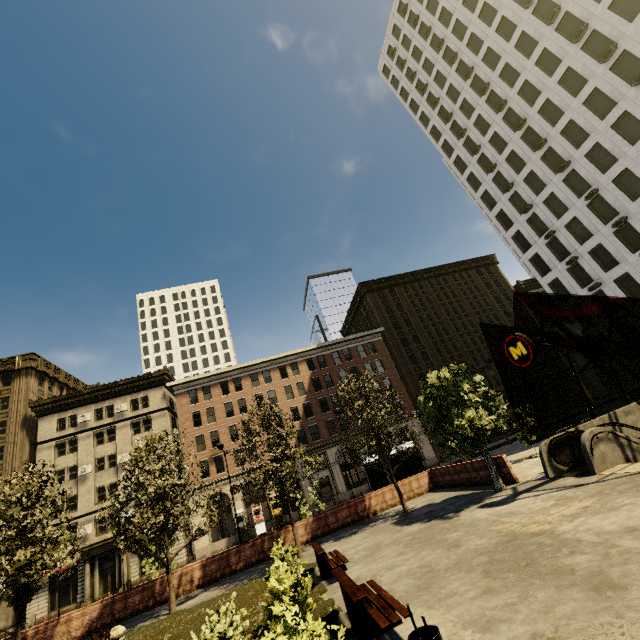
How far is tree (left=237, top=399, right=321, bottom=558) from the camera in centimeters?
1569cm

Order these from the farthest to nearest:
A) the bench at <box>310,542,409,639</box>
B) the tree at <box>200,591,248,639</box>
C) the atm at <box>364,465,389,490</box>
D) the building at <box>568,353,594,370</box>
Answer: the building at <box>568,353,594,370</box>
the atm at <box>364,465,389,490</box>
the tree at <box>200,591,248,639</box>
the bench at <box>310,542,409,639</box>

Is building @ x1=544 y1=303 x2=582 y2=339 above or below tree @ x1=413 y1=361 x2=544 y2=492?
above

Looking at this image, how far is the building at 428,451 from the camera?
40.91m

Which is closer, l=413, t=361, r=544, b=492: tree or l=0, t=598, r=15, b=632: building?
l=413, t=361, r=544, b=492: tree

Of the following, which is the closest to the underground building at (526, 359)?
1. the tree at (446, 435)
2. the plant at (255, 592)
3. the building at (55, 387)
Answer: the tree at (446, 435)

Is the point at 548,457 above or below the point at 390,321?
below
